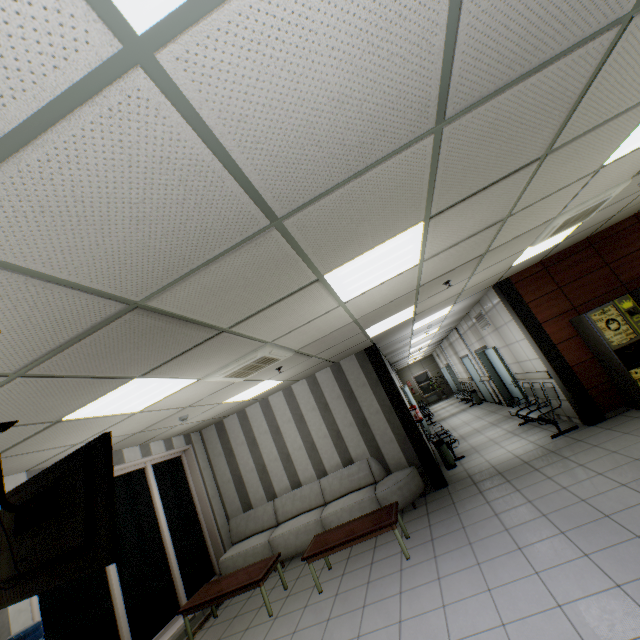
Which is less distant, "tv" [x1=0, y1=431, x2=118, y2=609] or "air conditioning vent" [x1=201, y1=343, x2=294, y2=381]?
"tv" [x1=0, y1=431, x2=118, y2=609]

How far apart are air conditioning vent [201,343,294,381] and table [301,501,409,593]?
2.81m

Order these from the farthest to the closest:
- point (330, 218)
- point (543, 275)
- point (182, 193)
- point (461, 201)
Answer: point (543, 275)
point (461, 201)
point (330, 218)
point (182, 193)

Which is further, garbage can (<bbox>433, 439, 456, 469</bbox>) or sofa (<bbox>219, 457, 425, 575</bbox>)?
garbage can (<bbox>433, 439, 456, 469</bbox>)

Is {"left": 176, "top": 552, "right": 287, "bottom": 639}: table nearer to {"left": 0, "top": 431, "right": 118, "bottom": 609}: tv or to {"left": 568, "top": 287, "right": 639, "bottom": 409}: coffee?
{"left": 0, "top": 431, "right": 118, "bottom": 609}: tv

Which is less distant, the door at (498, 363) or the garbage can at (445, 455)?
the garbage can at (445, 455)

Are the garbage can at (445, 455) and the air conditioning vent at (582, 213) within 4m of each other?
no

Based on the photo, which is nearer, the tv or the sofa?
the tv
